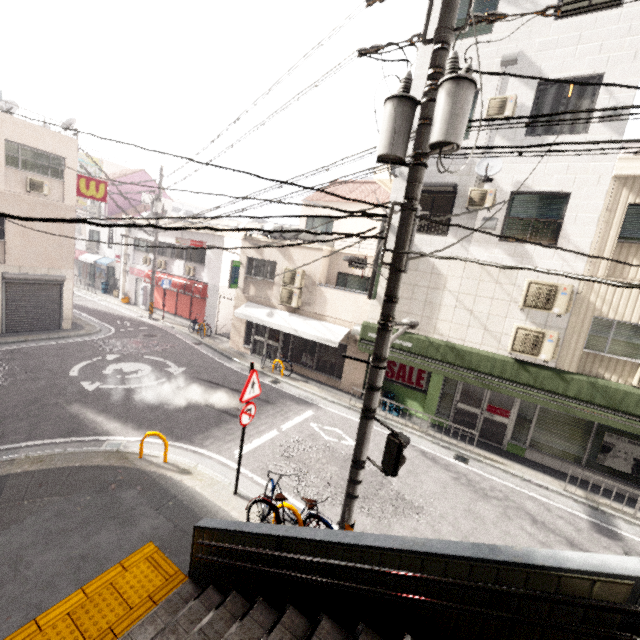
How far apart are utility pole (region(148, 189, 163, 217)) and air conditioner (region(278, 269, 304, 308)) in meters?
10.2 m

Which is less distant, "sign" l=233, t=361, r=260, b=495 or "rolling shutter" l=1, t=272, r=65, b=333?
"sign" l=233, t=361, r=260, b=495

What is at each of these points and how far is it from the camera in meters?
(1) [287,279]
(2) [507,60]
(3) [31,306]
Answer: (1) air conditioner, 14.8
(2) stairs, 9.2
(3) rolling shutter, 14.7

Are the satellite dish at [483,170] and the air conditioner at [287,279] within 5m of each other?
no

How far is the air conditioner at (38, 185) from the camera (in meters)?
13.63

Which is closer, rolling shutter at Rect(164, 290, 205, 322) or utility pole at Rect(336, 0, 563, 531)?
utility pole at Rect(336, 0, 563, 531)

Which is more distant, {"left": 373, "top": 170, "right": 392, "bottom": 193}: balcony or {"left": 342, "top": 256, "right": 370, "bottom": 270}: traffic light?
{"left": 373, "top": 170, "right": 392, "bottom": 193}: balcony

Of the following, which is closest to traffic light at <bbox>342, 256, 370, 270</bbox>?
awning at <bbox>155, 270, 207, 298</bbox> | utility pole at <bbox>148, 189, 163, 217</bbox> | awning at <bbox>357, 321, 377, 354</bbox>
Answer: awning at <bbox>357, 321, 377, 354</bbox>
